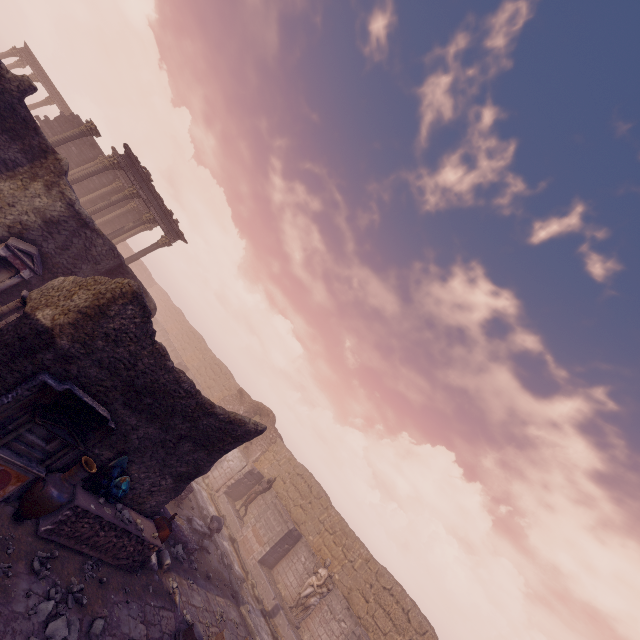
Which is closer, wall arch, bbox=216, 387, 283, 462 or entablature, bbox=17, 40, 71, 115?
wall arch, bbox=216, 387, 283, 462

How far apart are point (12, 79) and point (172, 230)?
11.8 meters

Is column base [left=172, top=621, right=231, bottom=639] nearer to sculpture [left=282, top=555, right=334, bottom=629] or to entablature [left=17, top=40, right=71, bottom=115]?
sculpture [left=282, top=555, right=334, bottom=629]

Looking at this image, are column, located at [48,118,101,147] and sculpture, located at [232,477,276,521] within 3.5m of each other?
no

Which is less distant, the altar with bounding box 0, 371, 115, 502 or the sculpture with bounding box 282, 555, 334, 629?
the altar with bounding box 0, 371, 115, 502

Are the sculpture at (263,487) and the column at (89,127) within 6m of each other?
no

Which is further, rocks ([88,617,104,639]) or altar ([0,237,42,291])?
altar ([0,237,42,291])

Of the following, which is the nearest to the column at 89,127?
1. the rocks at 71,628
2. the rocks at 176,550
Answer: the rocks at 176,550
